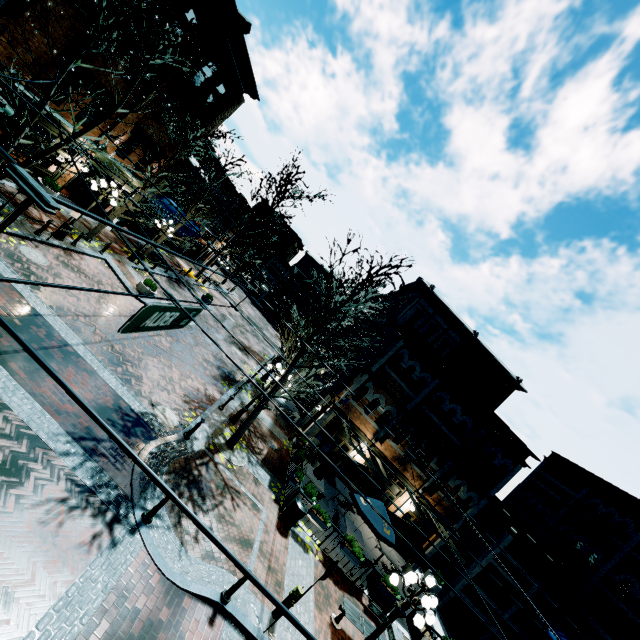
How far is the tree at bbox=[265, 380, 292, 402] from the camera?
12.6m

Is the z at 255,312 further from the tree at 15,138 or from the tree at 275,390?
the tree at 275,390

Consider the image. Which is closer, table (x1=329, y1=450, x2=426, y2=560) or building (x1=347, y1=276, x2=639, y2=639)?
table (x1=329, y1=450, x2=426, y2=560)

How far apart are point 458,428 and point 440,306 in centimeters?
990cm

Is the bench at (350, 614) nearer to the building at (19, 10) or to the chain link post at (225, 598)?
the chain link post at (225, 598)

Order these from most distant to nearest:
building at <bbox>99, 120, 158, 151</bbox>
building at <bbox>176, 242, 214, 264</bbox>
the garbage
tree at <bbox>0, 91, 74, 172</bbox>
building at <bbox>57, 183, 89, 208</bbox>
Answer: building at <bbox>176, 242, 214, 264</bbox>
building at <bbox>57, 183, 89, 208</bbox>
building at <bbox>99, 120, 158, 151</bbox>
the garbage
tree at <bbox>0, 91, 74, 172</bbox>

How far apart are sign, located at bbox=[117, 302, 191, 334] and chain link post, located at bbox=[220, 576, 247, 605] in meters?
6.2 m

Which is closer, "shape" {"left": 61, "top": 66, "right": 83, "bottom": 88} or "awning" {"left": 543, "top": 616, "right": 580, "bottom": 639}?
"awning" {"left": 543, "top": 616, "right": 580, "bottom": 639}
